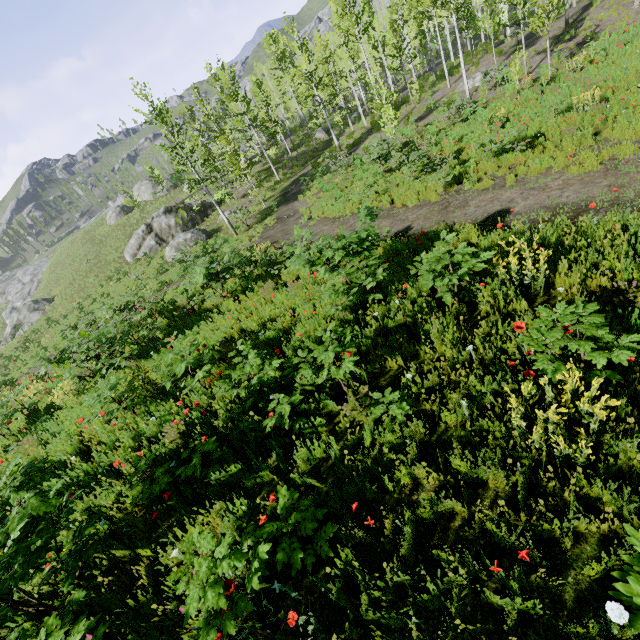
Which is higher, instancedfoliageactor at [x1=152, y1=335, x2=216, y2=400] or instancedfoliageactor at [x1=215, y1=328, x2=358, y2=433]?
instancedfoliageactor at [x1=152, y1=335, x2=216, y2=400]

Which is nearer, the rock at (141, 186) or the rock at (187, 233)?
the rock at (187, 233)

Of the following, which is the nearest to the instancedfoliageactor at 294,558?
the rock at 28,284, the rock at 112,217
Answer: the rock at 112,217

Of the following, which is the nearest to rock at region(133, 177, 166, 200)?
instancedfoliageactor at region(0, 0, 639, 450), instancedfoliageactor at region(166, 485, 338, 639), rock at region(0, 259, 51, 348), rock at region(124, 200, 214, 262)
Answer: instancedfoliageactor at region(0, 0, 639, 450)

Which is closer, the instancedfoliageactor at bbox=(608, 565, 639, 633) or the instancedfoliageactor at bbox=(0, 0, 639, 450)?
the instancedfoliageactor at bbox=(608, 565, 639, 633)

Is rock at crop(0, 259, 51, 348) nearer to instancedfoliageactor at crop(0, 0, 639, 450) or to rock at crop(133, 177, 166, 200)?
instancedfoliageactor at crop(0, 0, 639, 450)

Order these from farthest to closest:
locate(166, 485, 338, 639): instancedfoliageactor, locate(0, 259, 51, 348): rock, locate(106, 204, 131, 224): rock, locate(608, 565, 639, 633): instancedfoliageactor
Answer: locate(106, 204, 131, 224): rock, locate(0, 259, 51, 348): rock, locate(166, 485, 338, 639): instancedfoliageactor, locate(608, 565, 639, 633): instancedfoliageactor

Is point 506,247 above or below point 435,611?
above
